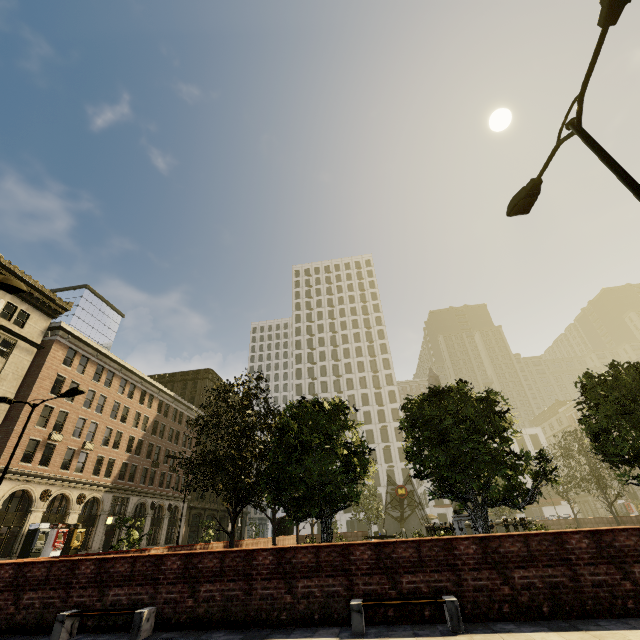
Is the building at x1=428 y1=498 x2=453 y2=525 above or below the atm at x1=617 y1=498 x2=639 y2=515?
above

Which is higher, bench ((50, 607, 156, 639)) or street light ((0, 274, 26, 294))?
street light ((0, 274, 26, 294))

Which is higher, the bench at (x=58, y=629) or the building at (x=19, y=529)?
the building at (x=19, y=529)

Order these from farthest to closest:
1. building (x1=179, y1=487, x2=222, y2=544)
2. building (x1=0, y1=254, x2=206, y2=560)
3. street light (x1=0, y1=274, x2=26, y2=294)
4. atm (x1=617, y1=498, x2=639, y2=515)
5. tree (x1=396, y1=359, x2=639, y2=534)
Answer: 1. atm (x1=617, y1=498, x2=639, y2=515)
2. building (x1=179, y1=487, x2=222, y2=544)
3. building (x1=0, y1=254, x2=206, y2=560)
4. tree (x1=396, y1=359, x2=639, y2=534)
5. street light (x1=0, y1=274, x2=26, y2=294)

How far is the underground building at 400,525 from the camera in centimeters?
3681cm

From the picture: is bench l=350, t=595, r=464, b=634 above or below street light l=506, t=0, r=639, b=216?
below

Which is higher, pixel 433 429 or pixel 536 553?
pixel 433 429

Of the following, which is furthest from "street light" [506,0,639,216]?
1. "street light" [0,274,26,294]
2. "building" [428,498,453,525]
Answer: "building" [428,498,453,525]
